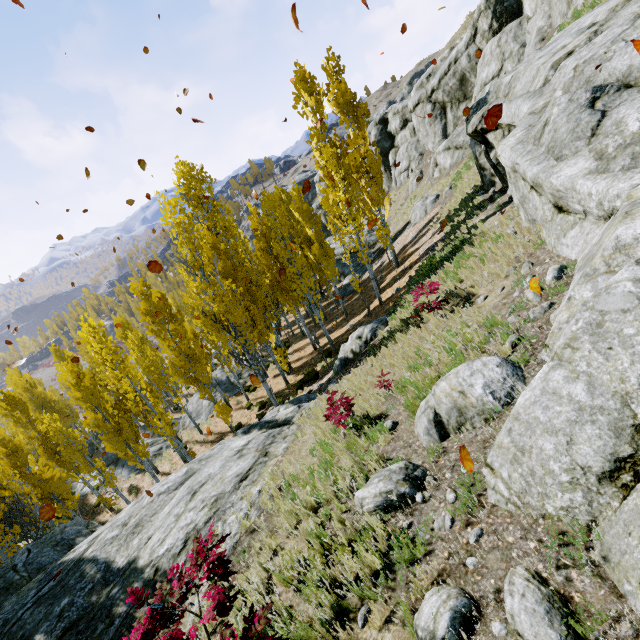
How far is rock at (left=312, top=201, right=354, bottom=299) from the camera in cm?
3144

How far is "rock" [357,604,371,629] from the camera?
3.2 meters

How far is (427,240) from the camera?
20.8m

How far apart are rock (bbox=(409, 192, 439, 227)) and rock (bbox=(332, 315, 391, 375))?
14.1m

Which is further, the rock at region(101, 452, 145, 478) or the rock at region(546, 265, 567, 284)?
the rock at region(101, 452, 145, 478)

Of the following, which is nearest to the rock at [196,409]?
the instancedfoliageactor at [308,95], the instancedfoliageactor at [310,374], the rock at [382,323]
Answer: the instancedfoliageactor at [308,95]

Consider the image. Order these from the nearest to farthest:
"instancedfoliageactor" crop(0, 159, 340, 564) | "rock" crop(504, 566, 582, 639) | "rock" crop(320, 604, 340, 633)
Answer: "rock" crop(504, 566, 582, 639)
"rock" crop(320, 604, 340, 633)
"instancedfoliageactor" crop(0, 159, 340, 564)

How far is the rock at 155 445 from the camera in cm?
2373
